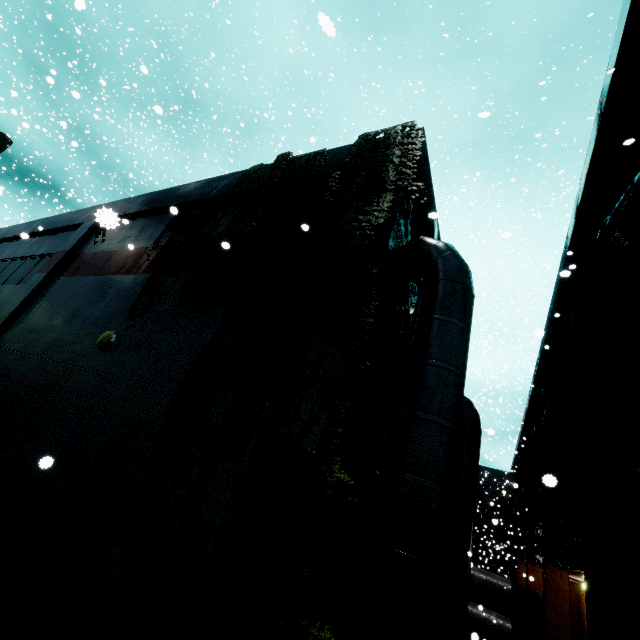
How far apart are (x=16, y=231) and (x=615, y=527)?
25.63m

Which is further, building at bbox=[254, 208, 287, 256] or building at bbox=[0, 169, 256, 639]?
building at bbox=[254, 208, 287, 256]

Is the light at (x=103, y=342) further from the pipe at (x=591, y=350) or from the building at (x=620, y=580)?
the pipe at (x=591, y=350)

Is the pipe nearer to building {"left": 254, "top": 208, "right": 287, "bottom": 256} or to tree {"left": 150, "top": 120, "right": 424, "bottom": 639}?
building {"left": 254, "top": 208, "right": 287, "bottom": 256}

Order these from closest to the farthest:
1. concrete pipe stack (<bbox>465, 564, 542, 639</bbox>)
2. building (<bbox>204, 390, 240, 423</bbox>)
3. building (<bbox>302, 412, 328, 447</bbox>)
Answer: building (<bbox>302, 412, 328, 447</bbox>) < building (<bbox>204, 390, 240, 423</bbox>) < concrete pipe stack (<bbox>465, 564, 542, 639</bbox>)

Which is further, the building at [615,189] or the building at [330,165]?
the building at [615,189]

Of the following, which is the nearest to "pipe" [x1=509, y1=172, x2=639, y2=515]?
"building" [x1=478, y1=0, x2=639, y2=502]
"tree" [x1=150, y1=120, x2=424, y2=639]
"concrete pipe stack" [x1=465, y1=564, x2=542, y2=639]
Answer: "building" [x1=478, y1=0, x2=639, y2=502]

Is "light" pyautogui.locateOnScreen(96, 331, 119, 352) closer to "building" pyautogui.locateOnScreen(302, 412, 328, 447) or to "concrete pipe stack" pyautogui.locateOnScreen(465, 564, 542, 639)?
"building" pyautogui.locateOnScreen(302, 412, 328, 447)
